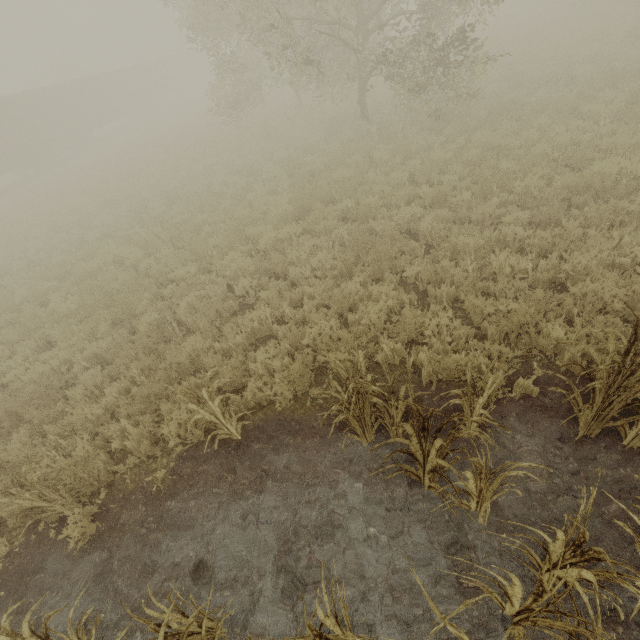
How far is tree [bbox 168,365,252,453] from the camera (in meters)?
3.75

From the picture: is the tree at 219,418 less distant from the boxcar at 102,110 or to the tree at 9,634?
the tree at 9,634

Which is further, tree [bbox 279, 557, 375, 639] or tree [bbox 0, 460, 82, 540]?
tree [bbox 0, 460, 82, 540]

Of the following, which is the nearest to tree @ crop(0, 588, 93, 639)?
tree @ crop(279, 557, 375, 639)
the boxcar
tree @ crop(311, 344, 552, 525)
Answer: tree @ crop(279, 557, 375, 639)

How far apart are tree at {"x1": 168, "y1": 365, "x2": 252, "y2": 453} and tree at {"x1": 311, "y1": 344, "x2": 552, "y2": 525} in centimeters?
139cm

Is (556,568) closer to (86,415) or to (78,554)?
(78,554)

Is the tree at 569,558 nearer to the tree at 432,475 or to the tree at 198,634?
the tree at 432,475

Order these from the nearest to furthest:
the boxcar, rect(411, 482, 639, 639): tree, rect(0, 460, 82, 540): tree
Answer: rect(411, 482, 639, 639): tree
rect(0, 460, 82, 540): tree
the boxcar
